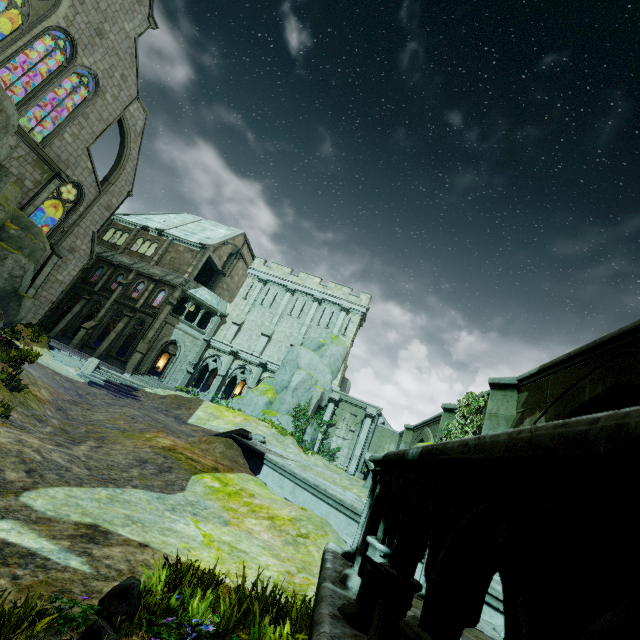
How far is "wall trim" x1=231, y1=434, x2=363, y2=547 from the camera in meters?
7.8

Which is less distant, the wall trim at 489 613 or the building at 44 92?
the wall trim at 489 613

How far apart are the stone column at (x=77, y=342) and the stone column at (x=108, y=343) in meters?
1.7

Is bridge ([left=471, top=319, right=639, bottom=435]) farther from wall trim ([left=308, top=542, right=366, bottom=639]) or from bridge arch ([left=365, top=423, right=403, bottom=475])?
wall trim ([left=308, top=542, right=366, bottom=639])

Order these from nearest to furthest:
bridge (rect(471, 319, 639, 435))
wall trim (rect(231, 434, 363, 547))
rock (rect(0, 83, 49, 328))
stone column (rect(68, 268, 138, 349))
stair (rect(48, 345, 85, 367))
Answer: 1. bridge (rect(471, 319, 639, 435))
2. wall trim (rect(231, 434, 363, 547))
3. rock (rect(0, 83, 49, 328))
4. stair (rect(48, 345, 85, 367))
5. stone column (rect(68, 268, 138, 349))

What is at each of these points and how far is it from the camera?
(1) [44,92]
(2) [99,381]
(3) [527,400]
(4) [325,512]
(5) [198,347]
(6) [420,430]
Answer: (1) building, 20.4m
(2) stair, 19.1m
(3) bridge, 8.8m
(4) wall trim, 8.4m
(5) stone column, 31.8m
(6) bridge, 20.7m

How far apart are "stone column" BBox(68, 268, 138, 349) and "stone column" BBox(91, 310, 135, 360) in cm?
169

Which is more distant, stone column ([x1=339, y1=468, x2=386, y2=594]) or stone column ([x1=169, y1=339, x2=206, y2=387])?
stone column ([x1=169, y1=339, x2=206, y2=387])
